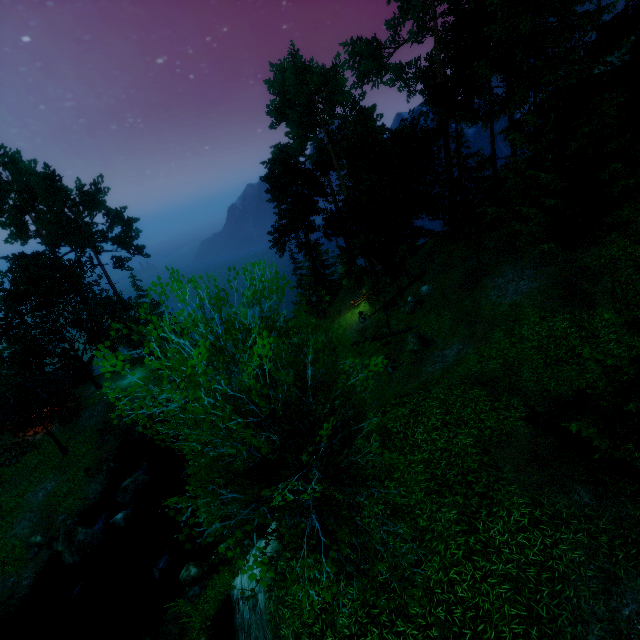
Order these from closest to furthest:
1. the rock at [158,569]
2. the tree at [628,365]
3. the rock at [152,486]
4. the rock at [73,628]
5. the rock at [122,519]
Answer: the tree at [628,365], the rock at [73,628], the rock at [158,569], the rock at [122,519], the rock at [152,486]

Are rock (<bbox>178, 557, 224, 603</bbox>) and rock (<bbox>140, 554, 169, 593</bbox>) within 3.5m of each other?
yes

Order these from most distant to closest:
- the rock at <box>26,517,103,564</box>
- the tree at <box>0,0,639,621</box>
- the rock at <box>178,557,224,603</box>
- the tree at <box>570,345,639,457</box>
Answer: the rock at <box>26,517,103,564</box>, the rock at <box>178,557,224,603</box>, the tree at <box>570,345,639,457</box>, the tree at <box>0,0,639,621</box>

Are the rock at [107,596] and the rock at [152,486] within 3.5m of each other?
no

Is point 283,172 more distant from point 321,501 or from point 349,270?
point 321,501

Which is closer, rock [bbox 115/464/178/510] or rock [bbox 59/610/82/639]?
rock [bbox 59/610/82/639]

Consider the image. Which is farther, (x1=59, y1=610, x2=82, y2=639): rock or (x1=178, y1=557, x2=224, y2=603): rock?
Result: (x1=59, y1=610, x2=82, y2=639): rock

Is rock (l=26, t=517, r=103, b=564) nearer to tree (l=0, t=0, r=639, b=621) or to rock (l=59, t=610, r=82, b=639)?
rock (l=59, t=610, r=82, b=639)
